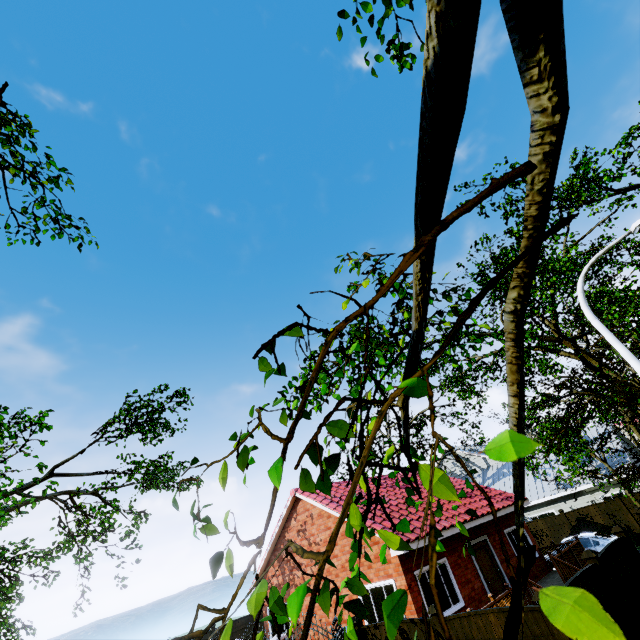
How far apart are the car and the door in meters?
6.8

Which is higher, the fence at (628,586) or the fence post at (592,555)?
the fence post at (592,555)

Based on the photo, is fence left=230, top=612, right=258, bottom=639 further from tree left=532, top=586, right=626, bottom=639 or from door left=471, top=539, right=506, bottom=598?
door left=471, top=539, right=506, bottom=598

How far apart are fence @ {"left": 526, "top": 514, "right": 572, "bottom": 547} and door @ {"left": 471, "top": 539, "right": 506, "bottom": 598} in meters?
11.3

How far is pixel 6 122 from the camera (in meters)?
5.21

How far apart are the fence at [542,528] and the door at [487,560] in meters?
11.3

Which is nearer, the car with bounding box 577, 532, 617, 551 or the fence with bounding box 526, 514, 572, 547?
the car with bounding box 577, 532, 617, 551

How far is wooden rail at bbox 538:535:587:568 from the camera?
13.3 meters
